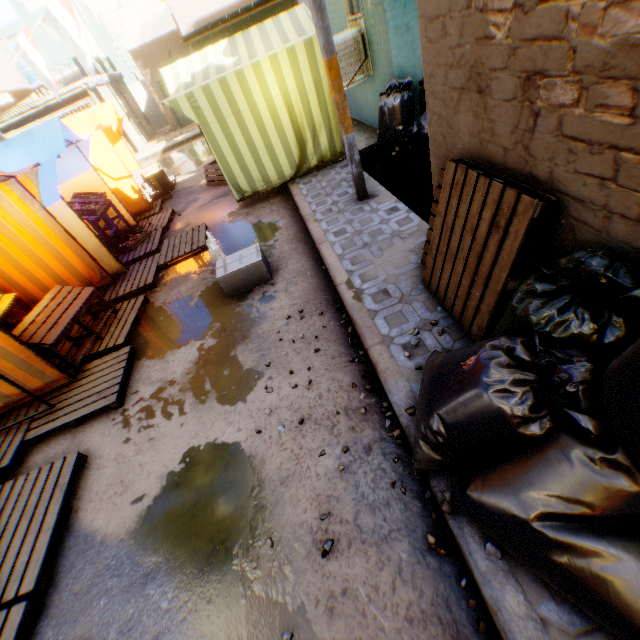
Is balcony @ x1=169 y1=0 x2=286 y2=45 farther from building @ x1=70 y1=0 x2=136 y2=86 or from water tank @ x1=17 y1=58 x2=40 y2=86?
water tank @ x1=17 y1=58 x2=40 y2=86

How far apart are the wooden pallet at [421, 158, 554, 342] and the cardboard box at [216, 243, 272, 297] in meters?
1.8 m

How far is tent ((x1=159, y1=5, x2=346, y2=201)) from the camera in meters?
5.8 m

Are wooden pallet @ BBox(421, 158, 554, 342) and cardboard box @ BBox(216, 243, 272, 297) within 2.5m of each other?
yes

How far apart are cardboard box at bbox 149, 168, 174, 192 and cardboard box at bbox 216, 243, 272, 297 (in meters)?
3.61

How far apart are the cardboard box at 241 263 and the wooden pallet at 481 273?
1.8m

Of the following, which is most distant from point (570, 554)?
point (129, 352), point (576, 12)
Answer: point (129, 352)

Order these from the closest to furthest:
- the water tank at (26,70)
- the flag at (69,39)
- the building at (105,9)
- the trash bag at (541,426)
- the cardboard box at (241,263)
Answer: the trash bag at (541,426) → the cardboard box at (241,263) → the flag at (69,39) → the water tank at (26,70) → the building at (105,9)
